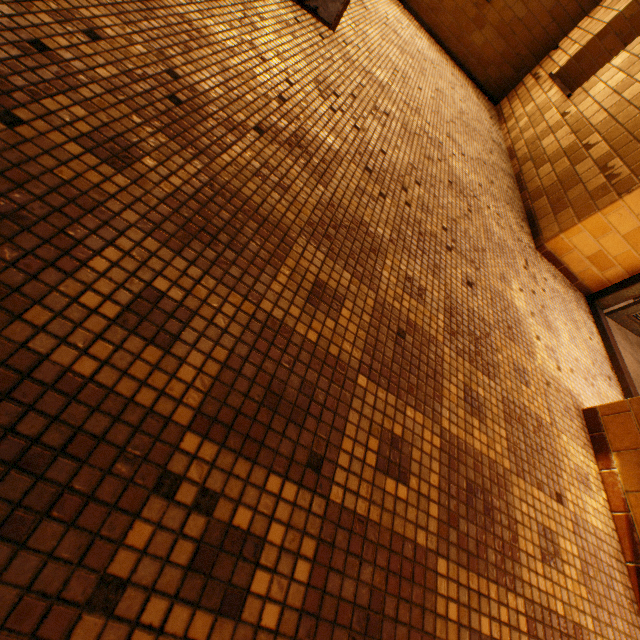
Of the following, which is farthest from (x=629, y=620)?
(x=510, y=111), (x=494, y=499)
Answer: (x=510, y=111)
